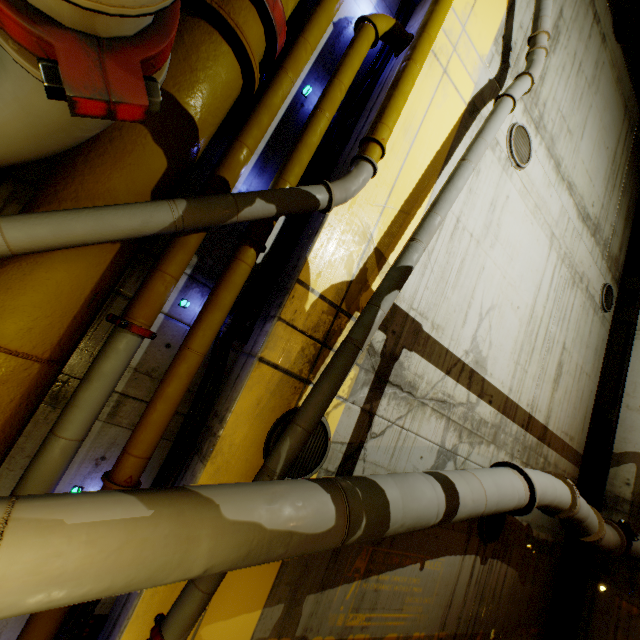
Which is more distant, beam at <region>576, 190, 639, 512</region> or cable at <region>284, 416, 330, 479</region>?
beam at <region>576, 190, 639, 512</region>

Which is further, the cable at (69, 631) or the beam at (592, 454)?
the beam at (592, 454)

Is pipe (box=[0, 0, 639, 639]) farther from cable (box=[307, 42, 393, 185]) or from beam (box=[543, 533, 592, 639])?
beam (box=[543, 533, 592, 639])

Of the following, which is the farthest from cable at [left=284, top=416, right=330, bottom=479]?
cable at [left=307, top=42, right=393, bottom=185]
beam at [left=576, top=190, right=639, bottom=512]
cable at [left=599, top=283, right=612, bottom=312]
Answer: cable at [left=599, top=283, right=612, bottom=312]

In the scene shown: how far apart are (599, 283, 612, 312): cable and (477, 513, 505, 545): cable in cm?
617

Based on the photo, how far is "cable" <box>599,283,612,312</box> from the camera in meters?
8.6

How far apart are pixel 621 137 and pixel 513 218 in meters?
6.8 m

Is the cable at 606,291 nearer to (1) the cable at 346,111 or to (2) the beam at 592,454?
(2) the beam at 592,454
